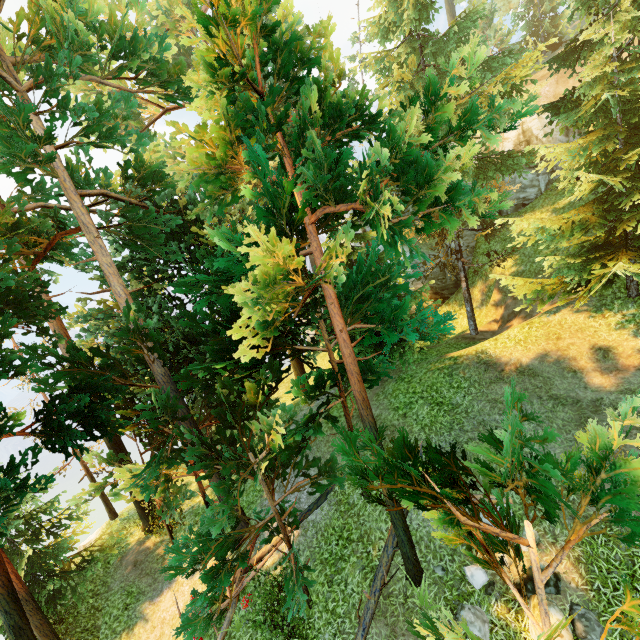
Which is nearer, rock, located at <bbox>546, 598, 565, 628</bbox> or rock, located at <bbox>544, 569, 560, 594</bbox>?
rock, located at <bbox>546, 598, 565, 628</bbox>

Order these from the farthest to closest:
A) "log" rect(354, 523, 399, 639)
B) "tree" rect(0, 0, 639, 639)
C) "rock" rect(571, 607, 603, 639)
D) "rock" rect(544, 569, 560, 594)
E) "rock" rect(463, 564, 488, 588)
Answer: "log" rect(354, 523, 399, 639)
"rock" rect(463, 564, 488, 588)
"rock" rect(544, 569, 560, 594)
"rock" rect(571, 607, 603, 639)
"tree" rect(0, 0, 639, 639)

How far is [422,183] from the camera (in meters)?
4.55

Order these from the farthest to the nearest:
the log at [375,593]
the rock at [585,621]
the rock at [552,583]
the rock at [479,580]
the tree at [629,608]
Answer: the log at [375,593] → the rock at [479,580] → the rock at [552,583] → the rock at [585,621] → the tree at [629,608]

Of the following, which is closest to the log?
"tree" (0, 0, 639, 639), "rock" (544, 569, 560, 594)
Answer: "tree" (0, 0, 639, 639)

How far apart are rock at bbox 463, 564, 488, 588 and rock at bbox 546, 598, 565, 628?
0.5m

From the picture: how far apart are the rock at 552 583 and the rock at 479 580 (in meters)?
0.53
